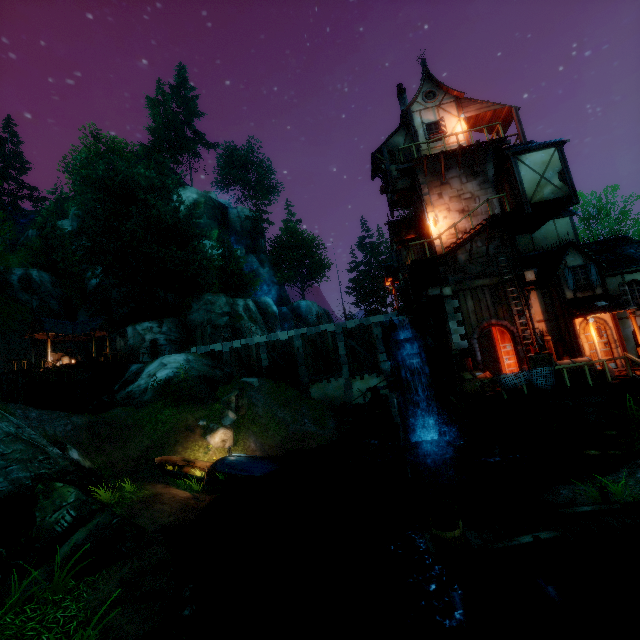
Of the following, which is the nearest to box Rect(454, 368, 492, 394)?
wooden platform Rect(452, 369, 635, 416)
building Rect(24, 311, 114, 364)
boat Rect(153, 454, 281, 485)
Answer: wooden platform Rect(452, 369, 635, 416)

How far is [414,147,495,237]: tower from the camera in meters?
18.0 m

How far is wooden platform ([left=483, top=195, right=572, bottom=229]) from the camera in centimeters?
1550cm

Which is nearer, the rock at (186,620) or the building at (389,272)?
the rock at (186,620)

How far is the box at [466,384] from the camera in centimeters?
1527cm

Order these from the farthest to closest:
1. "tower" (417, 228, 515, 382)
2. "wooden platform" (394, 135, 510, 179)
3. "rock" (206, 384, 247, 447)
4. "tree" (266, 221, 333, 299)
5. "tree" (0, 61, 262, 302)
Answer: "tree" (266, 221, 333, 299), "tree" (0, 61, 262, 302), "rock" (206, 384, 247, 447), "wooden platform" (394, 135, 510, 179), "tower" (417, 228, 515, 382)

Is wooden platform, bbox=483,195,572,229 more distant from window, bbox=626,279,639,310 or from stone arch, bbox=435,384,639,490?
stone arch, bbox=435,384,639,490

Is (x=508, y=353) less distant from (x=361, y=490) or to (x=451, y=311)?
(x=451, y=311)
